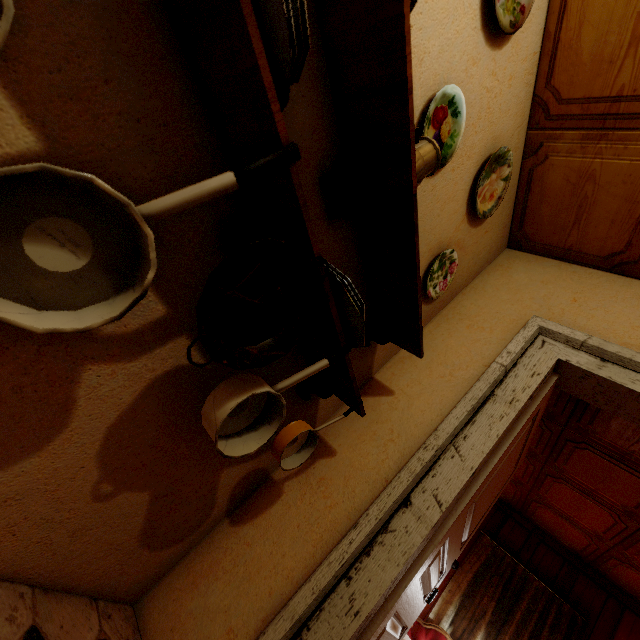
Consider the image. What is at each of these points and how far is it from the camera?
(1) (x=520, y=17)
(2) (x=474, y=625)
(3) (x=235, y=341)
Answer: (1) plate, 1.3 meters
(2) curtain, 3.8 meters
(3) cooking pot, 0.8 meters

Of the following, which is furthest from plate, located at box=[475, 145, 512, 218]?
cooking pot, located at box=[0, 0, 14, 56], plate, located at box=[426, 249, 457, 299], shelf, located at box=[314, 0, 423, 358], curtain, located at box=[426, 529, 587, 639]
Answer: curtain, located at box=[426, 529, 587, 639]

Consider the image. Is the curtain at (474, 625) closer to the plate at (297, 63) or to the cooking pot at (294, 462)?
the cooking pot at (294, 462)

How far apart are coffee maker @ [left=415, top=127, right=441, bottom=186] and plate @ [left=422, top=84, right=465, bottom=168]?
0.17m

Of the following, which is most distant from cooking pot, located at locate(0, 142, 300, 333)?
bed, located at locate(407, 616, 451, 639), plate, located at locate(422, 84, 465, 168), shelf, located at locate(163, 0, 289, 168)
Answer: bed, located at locate(407, 616, 451, 639)

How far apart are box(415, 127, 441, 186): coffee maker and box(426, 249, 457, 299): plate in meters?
0.6 m

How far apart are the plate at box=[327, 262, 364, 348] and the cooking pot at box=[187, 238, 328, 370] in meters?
0.2

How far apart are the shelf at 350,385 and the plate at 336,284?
0.0m
